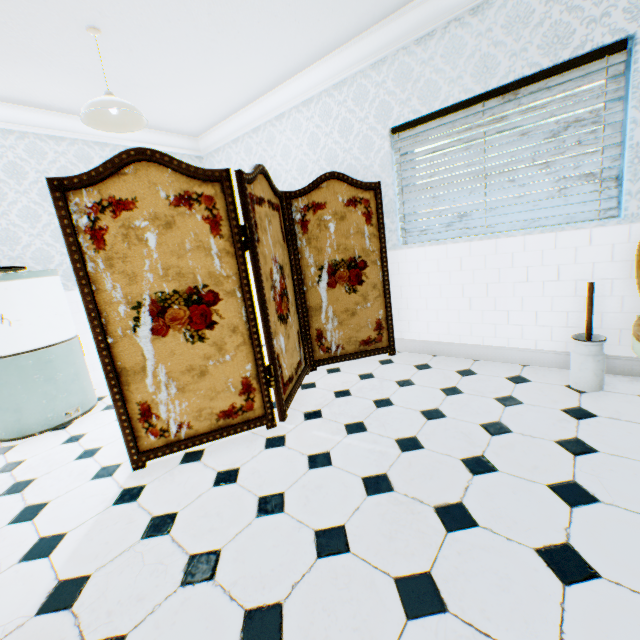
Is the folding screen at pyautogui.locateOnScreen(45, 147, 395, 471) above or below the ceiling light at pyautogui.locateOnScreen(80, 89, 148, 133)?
below

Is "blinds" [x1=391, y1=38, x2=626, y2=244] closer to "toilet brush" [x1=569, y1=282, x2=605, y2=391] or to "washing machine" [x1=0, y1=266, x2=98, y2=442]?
"toilet brush" [x1=569, y1=282, x2=605, y2=391]

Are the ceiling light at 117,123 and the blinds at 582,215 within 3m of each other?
yes

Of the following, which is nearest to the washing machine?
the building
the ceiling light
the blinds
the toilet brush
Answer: the building

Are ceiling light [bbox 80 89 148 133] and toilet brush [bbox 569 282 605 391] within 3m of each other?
→ no

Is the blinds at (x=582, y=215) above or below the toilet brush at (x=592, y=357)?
above

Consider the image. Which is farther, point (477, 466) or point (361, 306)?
point (361, 306)

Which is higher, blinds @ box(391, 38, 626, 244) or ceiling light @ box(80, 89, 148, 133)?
ceiling light @ box(80, 89, 148, 133)
